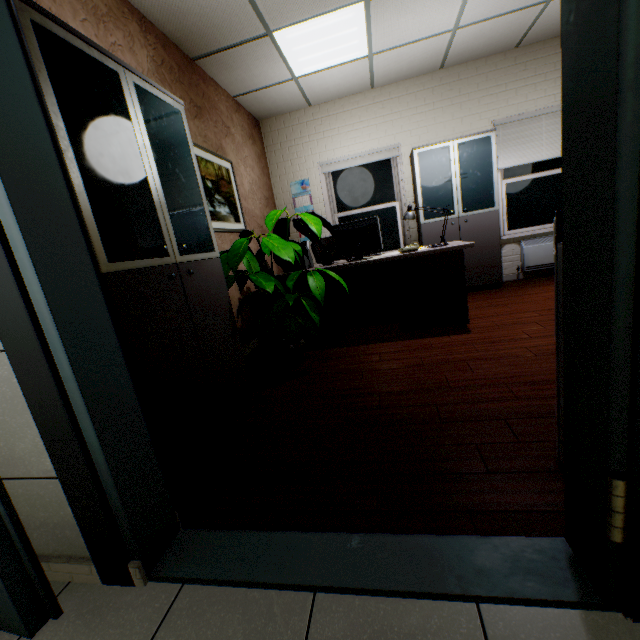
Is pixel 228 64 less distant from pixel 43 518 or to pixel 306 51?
pixel 306 51

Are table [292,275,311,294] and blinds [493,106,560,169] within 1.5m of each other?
no

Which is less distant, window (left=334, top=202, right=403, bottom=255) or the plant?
the plant

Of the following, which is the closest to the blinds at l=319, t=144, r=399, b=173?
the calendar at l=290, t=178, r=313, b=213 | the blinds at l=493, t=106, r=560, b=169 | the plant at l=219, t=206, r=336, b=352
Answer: the calendar at l=290, t=178, r=313, b=213

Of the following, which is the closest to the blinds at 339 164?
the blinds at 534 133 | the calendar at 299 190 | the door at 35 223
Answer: the calendar at 299 190

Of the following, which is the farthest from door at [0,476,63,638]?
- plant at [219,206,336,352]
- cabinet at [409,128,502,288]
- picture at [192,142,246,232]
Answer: cabinet at [409,128,502,288]

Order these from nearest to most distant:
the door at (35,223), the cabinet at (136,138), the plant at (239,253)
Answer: the door at (35,223) < the cabinet at (136,138) < the plant at (239,253)

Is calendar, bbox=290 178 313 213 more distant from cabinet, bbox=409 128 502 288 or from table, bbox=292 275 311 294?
table, bbox=292 275 311 294
